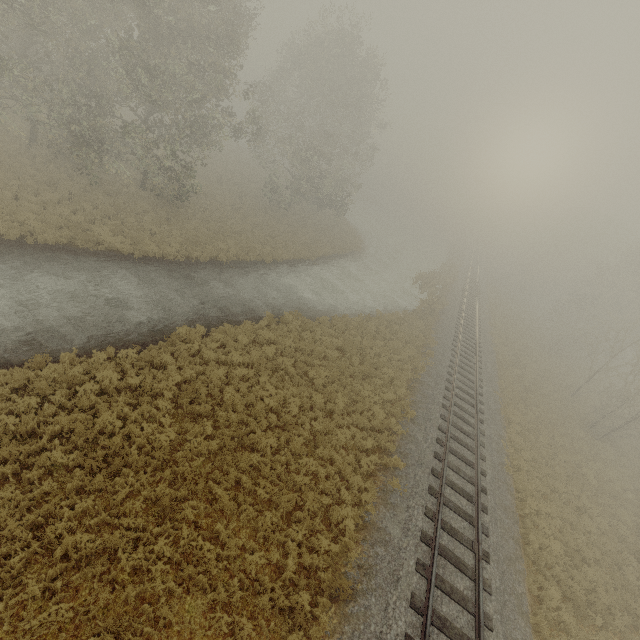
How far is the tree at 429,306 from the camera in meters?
29.1

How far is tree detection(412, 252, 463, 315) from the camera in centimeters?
2912cm

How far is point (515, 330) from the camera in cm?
3625
